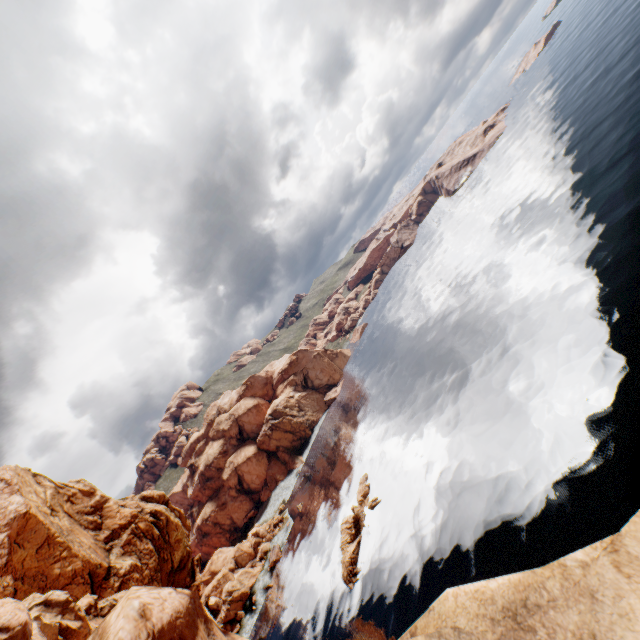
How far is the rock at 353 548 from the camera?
45.91m

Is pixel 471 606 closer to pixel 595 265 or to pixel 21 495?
pixel 21 495

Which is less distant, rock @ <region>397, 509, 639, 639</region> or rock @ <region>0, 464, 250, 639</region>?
rock @ <region>397, 509, 639, 639</region>

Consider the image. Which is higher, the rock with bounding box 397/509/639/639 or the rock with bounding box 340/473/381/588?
the rock with bounding box 397/509/639/639

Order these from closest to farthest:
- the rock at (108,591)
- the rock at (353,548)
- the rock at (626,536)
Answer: the rock at (626,536)
the rock at (108,591)
the rock at (353,548)

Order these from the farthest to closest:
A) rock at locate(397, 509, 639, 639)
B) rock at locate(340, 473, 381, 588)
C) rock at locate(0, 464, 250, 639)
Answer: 1. rock at locate(340, 473, 381, 588)
2. rock at locate(0, 464, 250, 639)
3. rock at locate(397, 509, 639, 639)

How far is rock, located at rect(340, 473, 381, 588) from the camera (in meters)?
45.91
